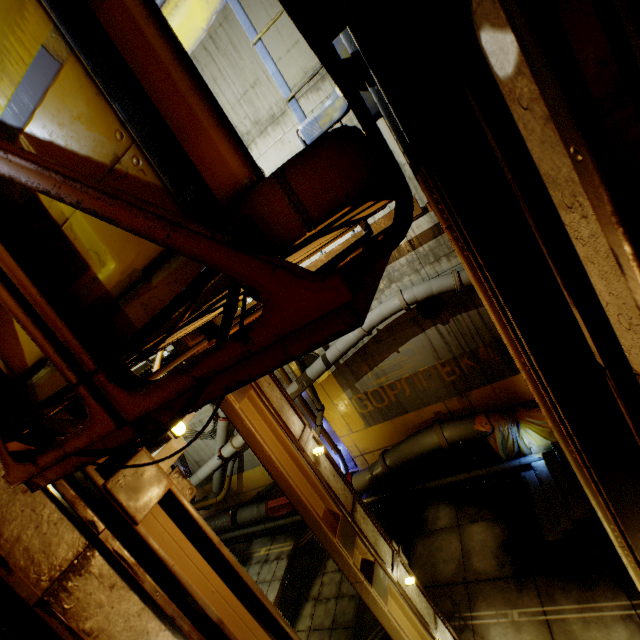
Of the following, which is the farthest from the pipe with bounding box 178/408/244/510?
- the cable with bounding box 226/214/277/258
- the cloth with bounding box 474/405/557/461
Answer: the cable with bounding box 226/214/277/258

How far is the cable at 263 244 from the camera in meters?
1.0 m

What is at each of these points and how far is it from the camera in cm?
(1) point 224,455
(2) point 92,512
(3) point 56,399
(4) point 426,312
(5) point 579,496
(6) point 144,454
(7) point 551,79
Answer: (1) pipe, 1325
(2) beam, 256
(3) cable, 160
(4) cable, 1020
(5) stairs, 729
(6) beam, 304
(7) beam, 55

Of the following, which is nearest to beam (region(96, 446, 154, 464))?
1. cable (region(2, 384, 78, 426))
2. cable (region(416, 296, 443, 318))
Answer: cable (region(2, 384, 78, 426))

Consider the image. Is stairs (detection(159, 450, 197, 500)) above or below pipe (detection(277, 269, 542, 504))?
above

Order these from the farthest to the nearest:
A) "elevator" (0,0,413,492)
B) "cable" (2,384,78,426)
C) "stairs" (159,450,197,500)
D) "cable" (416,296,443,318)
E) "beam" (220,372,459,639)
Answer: "cable" (416,296,443,318), "beam" (220,372,459,639), "stairs" (159,450,197,500), "cable" (2,384,78,426), "elevator" (0,0,413,492)

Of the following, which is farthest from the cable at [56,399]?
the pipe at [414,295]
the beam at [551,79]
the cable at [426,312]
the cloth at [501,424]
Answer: the cloth at [501,424]
